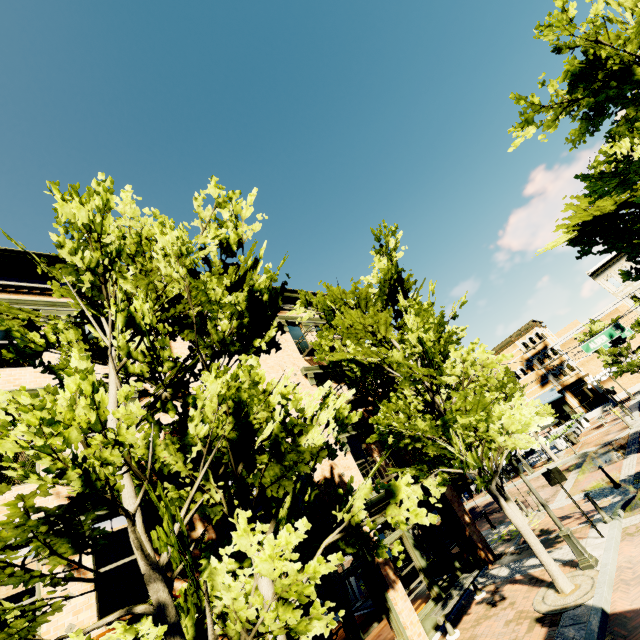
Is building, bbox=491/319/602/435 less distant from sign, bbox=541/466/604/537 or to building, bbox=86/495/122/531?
building, bbox=86/495/122/531

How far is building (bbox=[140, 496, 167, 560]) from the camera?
7.20m

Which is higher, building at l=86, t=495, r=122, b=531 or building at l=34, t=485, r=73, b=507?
building at l=34, t=485, r=73, b=507

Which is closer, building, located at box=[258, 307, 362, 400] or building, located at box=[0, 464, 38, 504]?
building, located at box=[0, 464, 38, 504]

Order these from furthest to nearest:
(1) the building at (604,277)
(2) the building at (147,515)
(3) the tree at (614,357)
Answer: (1) the building at (604,277)
(3) the tree at (614,357)
(2) the building at (147,515)

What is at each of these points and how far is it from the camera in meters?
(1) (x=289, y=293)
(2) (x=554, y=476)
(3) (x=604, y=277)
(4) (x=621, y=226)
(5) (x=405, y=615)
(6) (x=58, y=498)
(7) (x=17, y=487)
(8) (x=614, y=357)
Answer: (1) building, 16.7
(2) sign, 10.2
(3) building, 40.0
(4) tree, 13.6
(5) building, 8.9
(6) building, 6.9
(7) building, 6.6
(8) tree, 31.8

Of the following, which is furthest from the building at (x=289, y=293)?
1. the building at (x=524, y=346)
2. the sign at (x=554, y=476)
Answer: the building at (x=524, y=346)

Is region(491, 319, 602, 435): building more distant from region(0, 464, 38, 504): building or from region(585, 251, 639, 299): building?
region(0, 464, 38, 504): building
